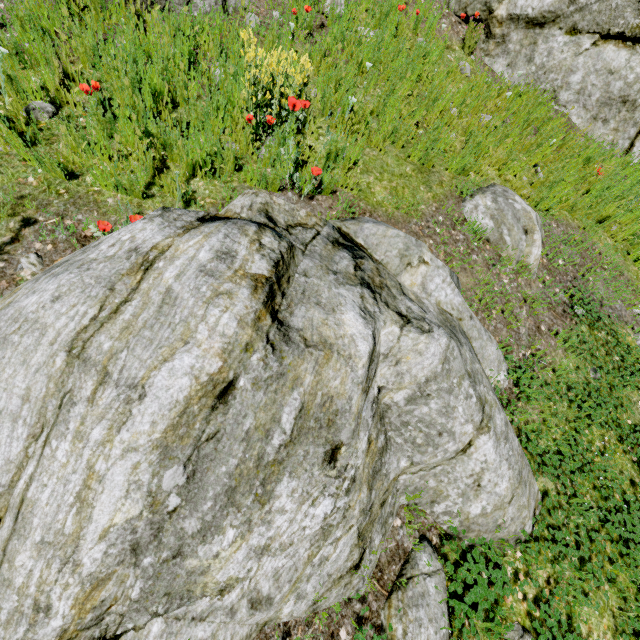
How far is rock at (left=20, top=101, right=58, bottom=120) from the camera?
2.6m

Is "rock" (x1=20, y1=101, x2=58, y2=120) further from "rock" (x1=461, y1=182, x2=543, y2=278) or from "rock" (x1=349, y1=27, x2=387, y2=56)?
"rock" (x1=461, y1=182, x2=543, y2=278)

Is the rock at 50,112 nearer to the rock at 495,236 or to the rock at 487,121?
the rock at 487,121

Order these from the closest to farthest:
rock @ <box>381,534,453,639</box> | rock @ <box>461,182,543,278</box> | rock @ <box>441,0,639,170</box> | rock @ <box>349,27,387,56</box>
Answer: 1. rock @ <box>381,534,453,639</box>
2. rock @ <box>461,182,543,278</box>
3. rock @ <box>349,27,387,56</box>
4. rock @ <box>441,0,639,170</box>

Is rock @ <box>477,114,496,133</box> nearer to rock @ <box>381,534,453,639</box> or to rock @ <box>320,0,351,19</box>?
rock @ <box>320,0,351,19</box>

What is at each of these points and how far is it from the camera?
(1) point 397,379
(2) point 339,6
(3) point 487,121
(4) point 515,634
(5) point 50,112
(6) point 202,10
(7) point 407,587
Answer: (1) rock, 1.9m
(2) rock, 4.9m
(3) rock, 4.6m
(4) rock, 2.0m
(5) rock, 2.7m
(6) rock, 4.0m
(7) rock, 1.9m

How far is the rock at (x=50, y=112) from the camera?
2.56m
